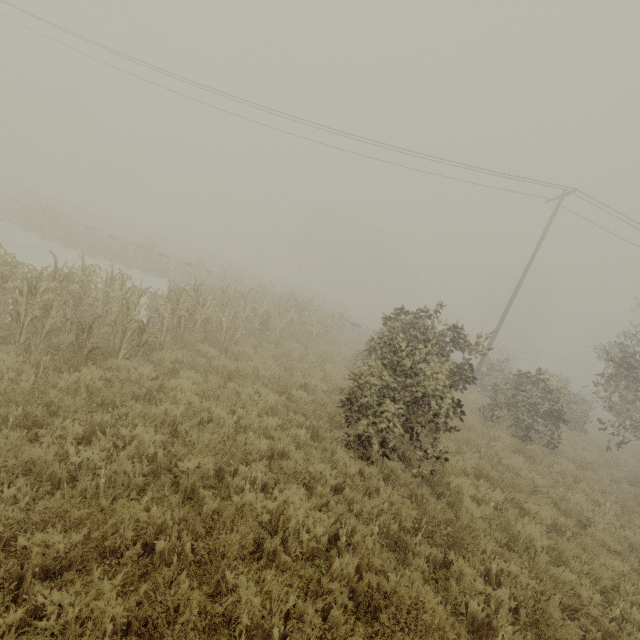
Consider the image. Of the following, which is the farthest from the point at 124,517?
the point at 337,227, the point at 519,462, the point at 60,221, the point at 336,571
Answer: the point at 337,227
